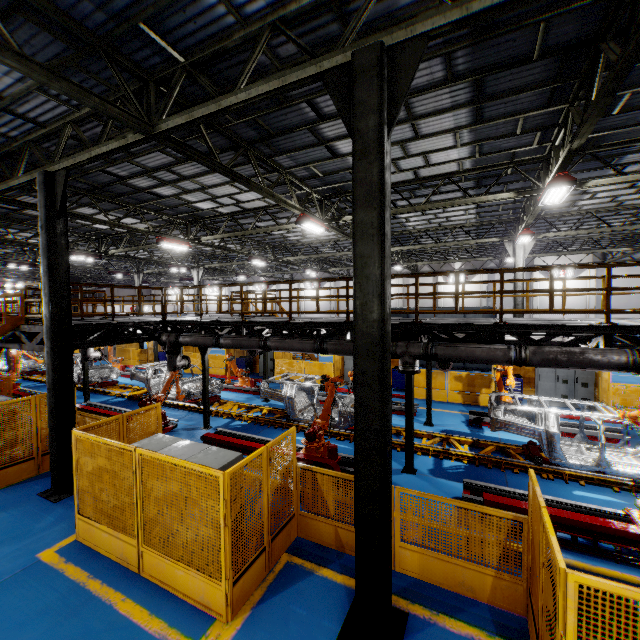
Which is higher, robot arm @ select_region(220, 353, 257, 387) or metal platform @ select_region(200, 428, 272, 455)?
robot arm @ select_region(220, 353, 257, 387)

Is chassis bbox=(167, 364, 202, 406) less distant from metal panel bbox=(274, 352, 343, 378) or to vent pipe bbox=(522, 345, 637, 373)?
vent pipe bbox=(522, 345, 637, 373)

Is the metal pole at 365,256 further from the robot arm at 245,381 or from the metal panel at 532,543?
the robot arm at 245,381

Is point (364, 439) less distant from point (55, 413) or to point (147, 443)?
point (147, 443)

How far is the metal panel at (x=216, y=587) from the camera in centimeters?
486cm

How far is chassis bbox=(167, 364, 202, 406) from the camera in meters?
14.4

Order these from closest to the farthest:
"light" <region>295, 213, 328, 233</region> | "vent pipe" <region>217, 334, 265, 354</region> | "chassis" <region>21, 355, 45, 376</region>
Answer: "vent pipe" <region>217, 334, 265, 354</region> < "light" <region>295, 213, 328, 233</region> < "chassis" <region>21, 355, 45, 376</region>

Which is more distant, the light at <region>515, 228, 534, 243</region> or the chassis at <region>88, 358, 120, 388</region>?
the chassis at <region>88, 358, 120, 388</region>
